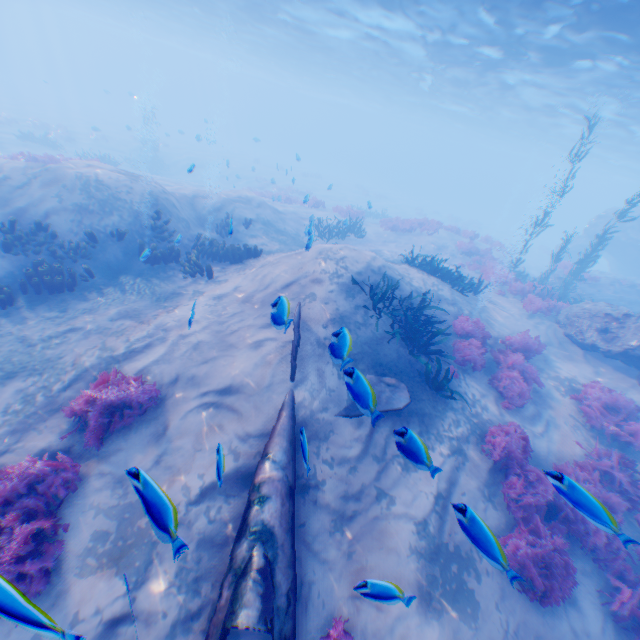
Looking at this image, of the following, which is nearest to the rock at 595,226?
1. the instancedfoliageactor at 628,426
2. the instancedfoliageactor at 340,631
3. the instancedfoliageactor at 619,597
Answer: the instancedfoliageactor at 619,597

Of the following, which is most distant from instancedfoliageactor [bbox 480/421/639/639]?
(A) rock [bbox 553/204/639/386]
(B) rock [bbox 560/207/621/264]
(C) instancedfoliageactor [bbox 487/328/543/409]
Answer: (B) rock [bbox 560/207/621/264]

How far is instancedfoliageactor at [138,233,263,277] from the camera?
10.5 meters

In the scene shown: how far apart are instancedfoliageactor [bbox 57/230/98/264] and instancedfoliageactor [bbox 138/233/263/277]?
2.2 meters

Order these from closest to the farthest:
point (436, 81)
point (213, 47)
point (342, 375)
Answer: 1. point (342, 375)
2. point (436, 81)
3. point (213, 47)

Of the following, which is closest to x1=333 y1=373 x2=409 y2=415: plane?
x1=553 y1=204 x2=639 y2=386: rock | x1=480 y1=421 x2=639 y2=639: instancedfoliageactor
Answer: x1=480 y1=421 x2=639 y2=639: instancedfoliageactor

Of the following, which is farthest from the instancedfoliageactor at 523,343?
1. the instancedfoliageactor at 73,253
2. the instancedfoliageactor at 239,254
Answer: the instancedfoliageactor at 73,253

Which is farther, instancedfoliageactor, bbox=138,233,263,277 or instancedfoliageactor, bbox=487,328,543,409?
instancedfoliageactor, bbox=138,233,263,277
